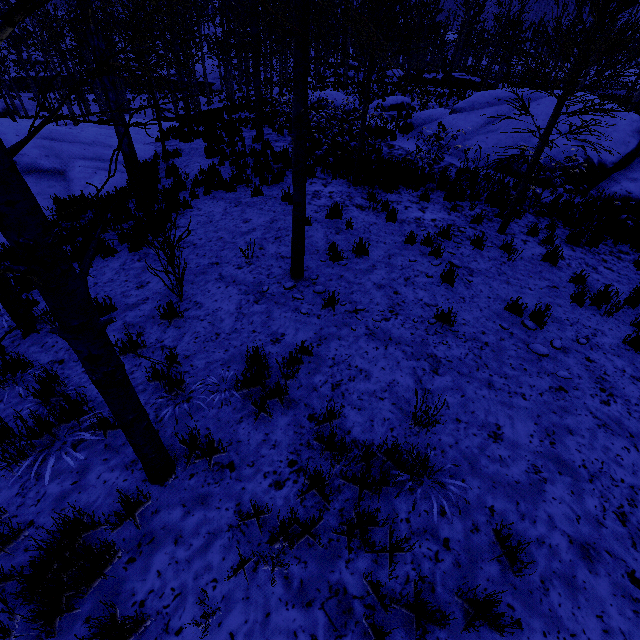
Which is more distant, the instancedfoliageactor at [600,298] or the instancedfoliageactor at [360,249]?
the instancedfoliageactor at [360,249]

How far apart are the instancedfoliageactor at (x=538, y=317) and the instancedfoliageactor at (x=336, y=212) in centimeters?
457cm

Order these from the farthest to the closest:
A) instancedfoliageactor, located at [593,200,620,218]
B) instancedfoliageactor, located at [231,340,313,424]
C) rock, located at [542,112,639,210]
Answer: rock, located at [542,112,639,210] → instancedfoliageactor, located at [593,200,620,218] → instancedfoliageactor, located at [231,340,313,424]

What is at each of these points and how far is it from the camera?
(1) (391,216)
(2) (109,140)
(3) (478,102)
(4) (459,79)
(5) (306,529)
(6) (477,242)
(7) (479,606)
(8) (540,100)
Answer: (1) instancedfoliageactor, 7.90m
(2) rock, 12.86m
(3) rock, 14.27m
(4) rock, 35.09m
(5) instancedfoliageactor, 2.54m
(6) instancedfoliageactor, 7.13m
(7) instancedfoliageactor, 2.22m
(8) rock, 12.38m

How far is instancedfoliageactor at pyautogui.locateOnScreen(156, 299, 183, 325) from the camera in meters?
4.9

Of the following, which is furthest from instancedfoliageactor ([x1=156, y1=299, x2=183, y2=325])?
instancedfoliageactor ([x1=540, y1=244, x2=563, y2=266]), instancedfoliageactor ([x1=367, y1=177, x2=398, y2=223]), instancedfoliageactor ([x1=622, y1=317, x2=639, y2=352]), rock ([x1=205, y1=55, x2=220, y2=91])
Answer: rock ([x1=205, y1=55, x2=220, y2=91])

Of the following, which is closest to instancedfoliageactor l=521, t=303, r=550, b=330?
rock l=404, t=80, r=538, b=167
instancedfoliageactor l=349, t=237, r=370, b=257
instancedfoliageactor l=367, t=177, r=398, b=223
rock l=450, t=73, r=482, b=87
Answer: instancedfoliageactor l=349, t=237, r=370, b=257

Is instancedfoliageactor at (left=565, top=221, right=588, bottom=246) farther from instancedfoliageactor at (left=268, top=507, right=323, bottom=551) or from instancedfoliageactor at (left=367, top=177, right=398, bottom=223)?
instancedfoliageactor at (left=268, top=507, right=323, bottom=551)
